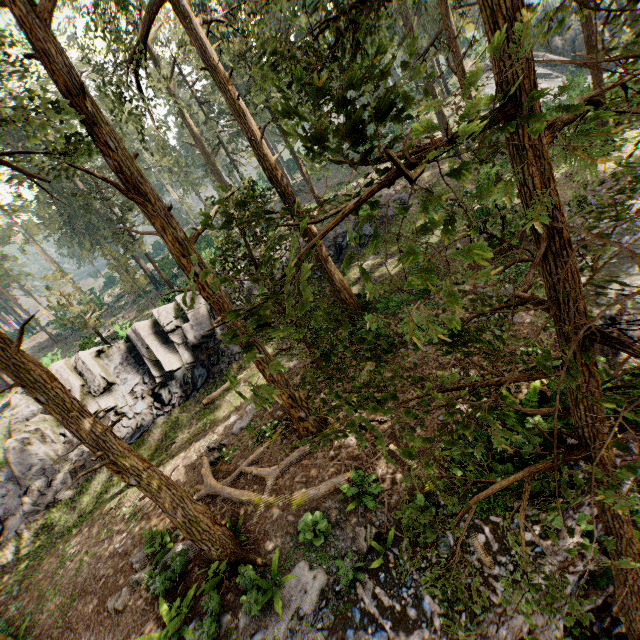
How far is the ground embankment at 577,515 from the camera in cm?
620

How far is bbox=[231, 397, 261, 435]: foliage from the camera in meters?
1.7

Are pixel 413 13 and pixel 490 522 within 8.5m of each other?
no

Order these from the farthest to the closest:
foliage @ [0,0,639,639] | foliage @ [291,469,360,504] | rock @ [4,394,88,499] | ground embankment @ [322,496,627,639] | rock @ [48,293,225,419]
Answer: rock @ [48,293,225,419] → rock @ [4,394,88,499] → foliage @ [291,469,360,504] → ground embankment @ [322,496,627,639] → foliage @ [0,0,639,639]

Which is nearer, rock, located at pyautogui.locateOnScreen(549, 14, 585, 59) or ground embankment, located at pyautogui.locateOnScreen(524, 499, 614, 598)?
ground embankment, located at pyautogui.locateOnScreen(524, 499, 614, 598)

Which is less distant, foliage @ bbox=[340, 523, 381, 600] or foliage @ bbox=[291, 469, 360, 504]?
foliage @ bbox=[340, 523, 381, 600]

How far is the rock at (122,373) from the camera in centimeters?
2019cm
